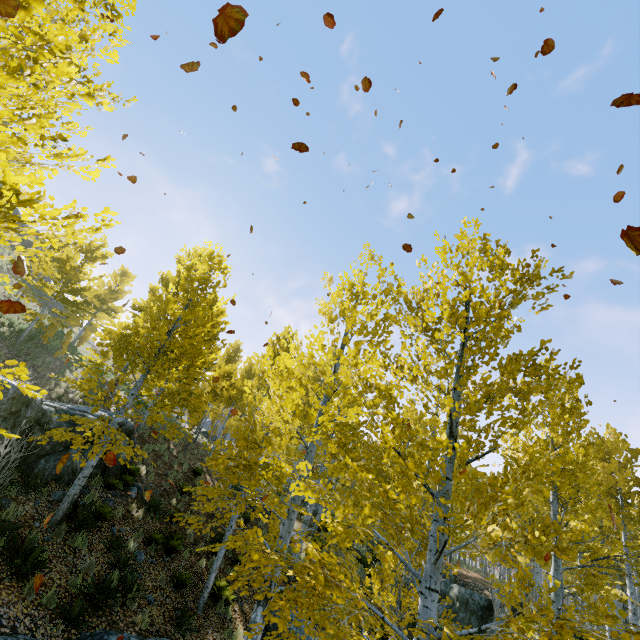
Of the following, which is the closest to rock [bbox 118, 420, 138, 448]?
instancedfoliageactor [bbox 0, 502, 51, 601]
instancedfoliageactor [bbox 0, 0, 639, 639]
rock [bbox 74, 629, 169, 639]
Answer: instancedfoliageactor [bbox 0, 0, 639, 639]

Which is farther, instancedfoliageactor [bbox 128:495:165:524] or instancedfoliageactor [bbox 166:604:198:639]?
instancedfoliageactor [bbox 128:495:165:524]

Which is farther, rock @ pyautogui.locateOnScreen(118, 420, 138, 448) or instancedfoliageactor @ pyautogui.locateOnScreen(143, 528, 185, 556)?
rock @ pyautogui.locateOnScreen(118, 420, 138, 448)

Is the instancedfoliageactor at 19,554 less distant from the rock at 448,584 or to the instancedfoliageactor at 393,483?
the instancedfoliageactor at 393,483

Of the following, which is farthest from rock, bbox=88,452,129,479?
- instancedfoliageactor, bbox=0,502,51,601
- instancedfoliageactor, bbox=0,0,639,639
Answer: instancedfoliageactor, bbox=0,502,51,601

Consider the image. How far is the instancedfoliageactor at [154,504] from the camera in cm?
1123

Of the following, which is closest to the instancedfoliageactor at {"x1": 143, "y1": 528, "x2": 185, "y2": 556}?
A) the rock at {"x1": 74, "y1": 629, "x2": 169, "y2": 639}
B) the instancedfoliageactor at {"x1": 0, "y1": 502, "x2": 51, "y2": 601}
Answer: the rock at {"x1": 74, "y1": 629, "x2": 169, "y2": 639}

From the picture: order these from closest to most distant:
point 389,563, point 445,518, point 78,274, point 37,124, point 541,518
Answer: point 37,124
point 445,518
point 389,563
point 541,518
point 78,274
